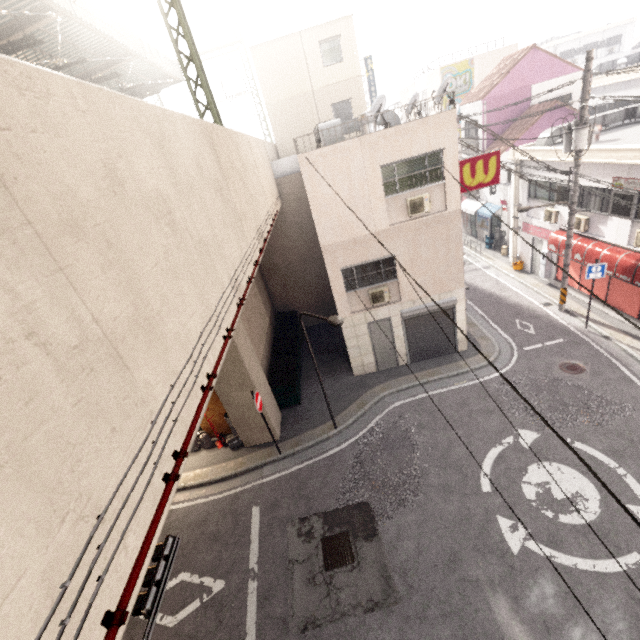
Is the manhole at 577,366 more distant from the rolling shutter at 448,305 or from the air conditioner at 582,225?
the air conditioner at 582,225

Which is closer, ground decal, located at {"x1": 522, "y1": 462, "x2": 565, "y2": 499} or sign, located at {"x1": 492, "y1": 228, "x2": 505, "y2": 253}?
ground decal, located at {"x1": 522, "y1": 462, "x2": 565, "y2": 499}

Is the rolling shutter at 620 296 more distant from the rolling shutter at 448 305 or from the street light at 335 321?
the street light at 335 321

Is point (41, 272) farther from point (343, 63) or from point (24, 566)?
point (343, 63)

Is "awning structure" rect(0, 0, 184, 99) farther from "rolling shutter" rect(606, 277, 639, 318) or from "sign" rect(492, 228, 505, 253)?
"sign" rect(492, 228, 505, 253)

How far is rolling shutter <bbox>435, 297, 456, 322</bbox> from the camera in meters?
12.4 m

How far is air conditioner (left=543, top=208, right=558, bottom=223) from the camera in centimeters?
1486cm

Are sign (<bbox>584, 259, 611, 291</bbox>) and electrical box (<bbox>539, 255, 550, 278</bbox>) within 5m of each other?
yes
